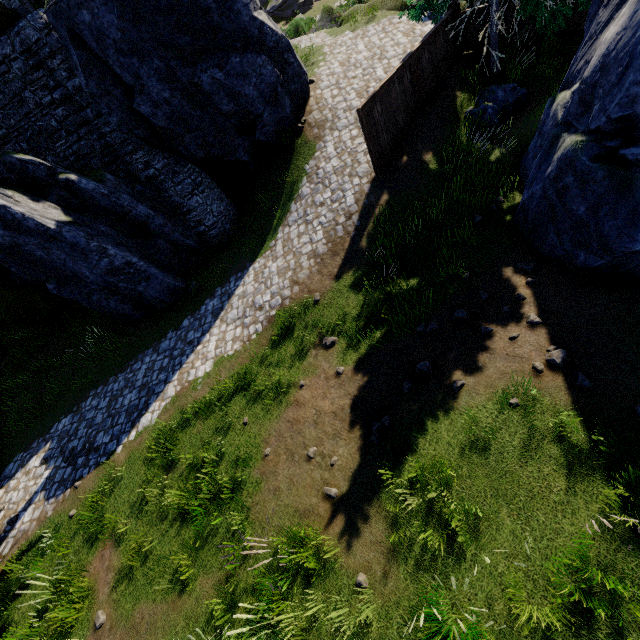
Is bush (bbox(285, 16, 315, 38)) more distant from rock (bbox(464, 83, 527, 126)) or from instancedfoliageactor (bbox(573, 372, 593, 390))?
instancedfoliageactor (bbox(573, 372, 593, 390))

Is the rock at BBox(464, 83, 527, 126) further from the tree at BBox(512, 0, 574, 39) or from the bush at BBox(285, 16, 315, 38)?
the bush at BBox(285, 16, 315, 38)

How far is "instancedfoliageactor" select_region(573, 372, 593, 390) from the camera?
5.2m

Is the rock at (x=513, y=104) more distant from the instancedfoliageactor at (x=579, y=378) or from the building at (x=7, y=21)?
the building at (x=7, y=21)

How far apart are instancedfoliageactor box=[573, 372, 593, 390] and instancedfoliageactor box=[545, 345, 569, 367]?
0.16m

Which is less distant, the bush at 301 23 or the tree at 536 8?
the tree at 536 8

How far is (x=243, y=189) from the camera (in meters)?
14.33

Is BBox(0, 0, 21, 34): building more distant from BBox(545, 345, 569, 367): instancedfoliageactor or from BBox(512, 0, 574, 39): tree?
BBox(545, 345, 569, 367): instancedfoliageactor
